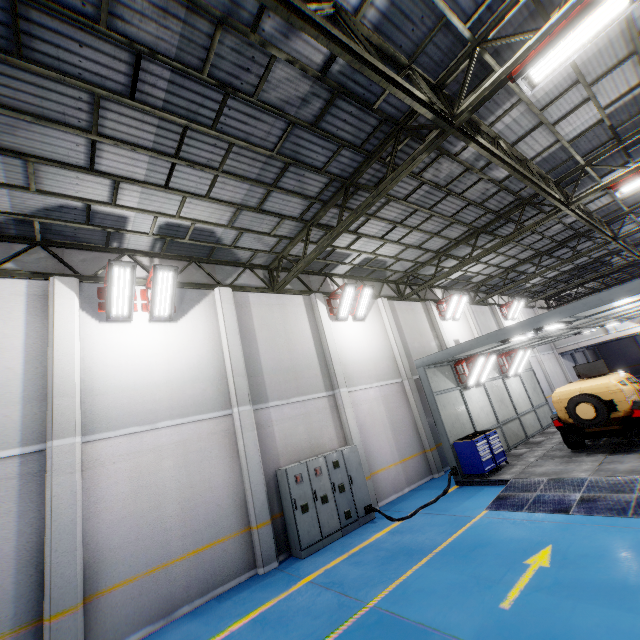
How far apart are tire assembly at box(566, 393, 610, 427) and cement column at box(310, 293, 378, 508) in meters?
6.7

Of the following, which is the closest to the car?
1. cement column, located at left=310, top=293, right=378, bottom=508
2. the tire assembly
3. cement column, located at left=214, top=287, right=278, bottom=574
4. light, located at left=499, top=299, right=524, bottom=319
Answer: the tire assembly

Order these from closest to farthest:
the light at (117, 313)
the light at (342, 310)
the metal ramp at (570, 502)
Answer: the metal ramp at (570, 502) < the light at (117, 313) < the light at (342, 310)

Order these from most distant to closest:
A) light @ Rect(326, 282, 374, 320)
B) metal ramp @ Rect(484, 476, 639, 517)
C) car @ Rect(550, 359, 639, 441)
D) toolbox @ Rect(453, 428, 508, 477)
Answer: light @ Rect(326, 282, 374, 320)
toolbox @ Rect(453, 428, 508, 477)
car @ Rect(550, 359, 639, 441)
metal ramp @ Rect(484, 476, 639, 517)

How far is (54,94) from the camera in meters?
5.3 m

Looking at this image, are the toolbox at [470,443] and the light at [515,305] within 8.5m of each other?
no

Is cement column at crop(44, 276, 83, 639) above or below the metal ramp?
above

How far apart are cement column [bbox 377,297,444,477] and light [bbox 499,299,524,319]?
12.74m
